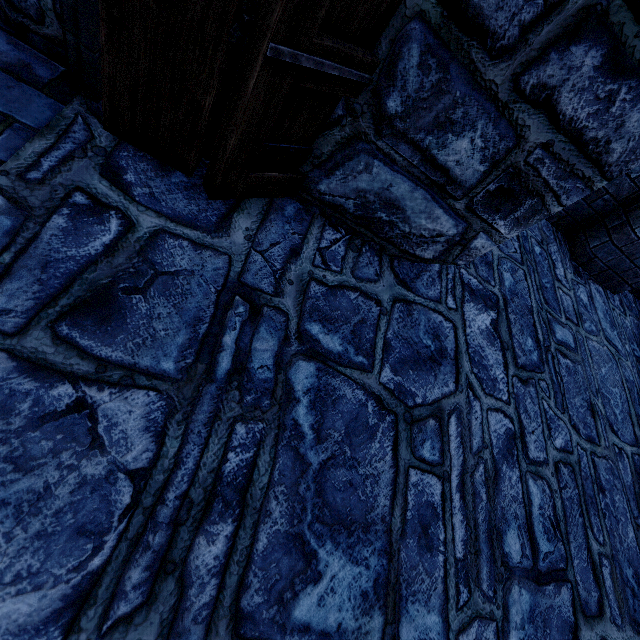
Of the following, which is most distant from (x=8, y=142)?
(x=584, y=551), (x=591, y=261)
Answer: (x=591, y=261)
